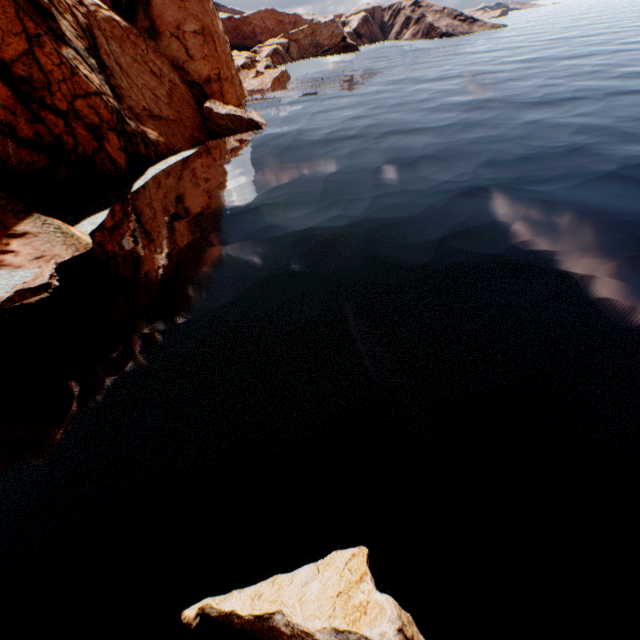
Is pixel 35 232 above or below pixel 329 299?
above

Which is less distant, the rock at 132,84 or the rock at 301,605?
the rock at 301,605

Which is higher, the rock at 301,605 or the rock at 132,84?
the rock at 132,84

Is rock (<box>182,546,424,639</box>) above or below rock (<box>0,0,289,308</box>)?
below

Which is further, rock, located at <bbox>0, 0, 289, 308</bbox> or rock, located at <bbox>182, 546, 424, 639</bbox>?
rock, located at <bbox>0, 0, 289, 308</bbox>
